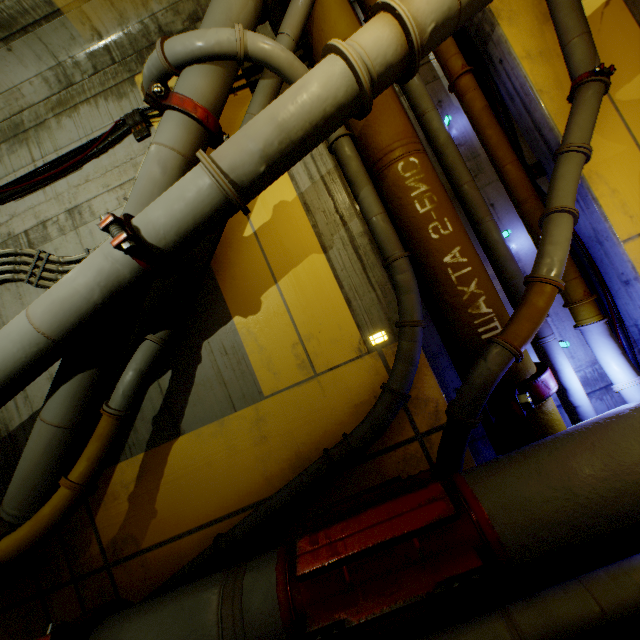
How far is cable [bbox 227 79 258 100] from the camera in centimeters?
394cm

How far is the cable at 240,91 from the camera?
3.94m

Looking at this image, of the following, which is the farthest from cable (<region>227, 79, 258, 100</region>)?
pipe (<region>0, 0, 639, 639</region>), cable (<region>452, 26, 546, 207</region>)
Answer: cable (<region>452, 26, 546, 207</region>)

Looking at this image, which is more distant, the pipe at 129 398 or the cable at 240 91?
the cable at 240 91

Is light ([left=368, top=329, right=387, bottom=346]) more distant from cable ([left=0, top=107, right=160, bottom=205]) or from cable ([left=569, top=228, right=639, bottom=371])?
cable ([left=0, top=107, right=160, bottom=205])

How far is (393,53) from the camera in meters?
2.7

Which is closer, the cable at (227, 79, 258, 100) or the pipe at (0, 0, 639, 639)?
the pipe at (0, 0, 639, 639)
